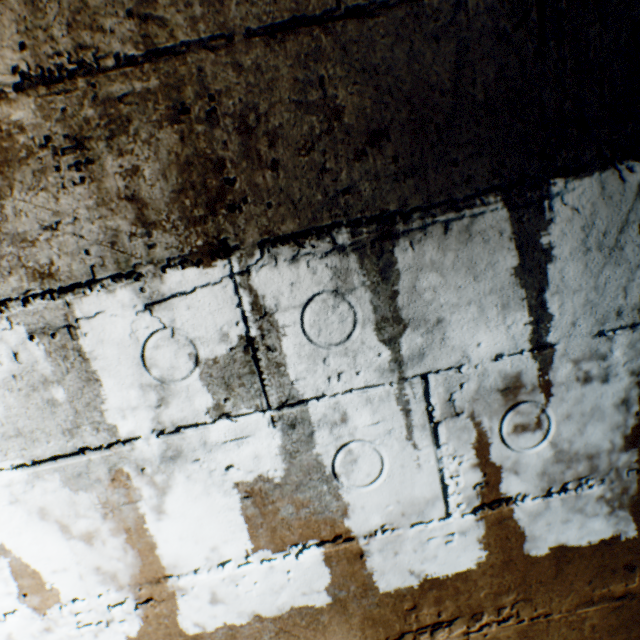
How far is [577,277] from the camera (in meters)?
0.65
